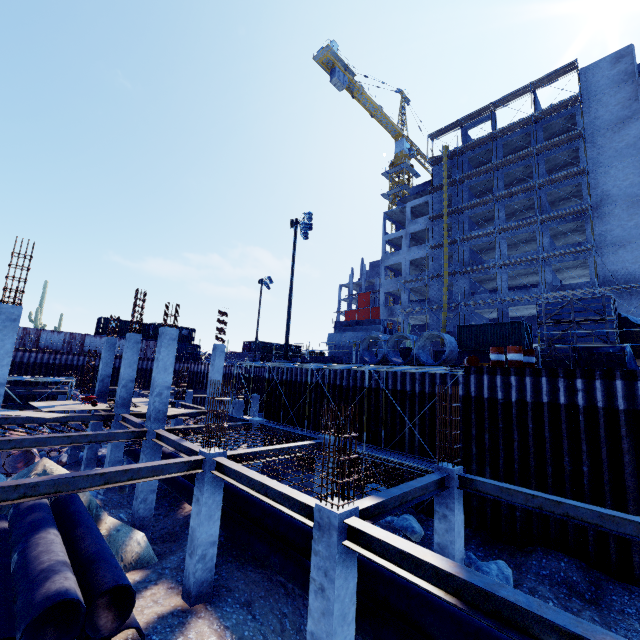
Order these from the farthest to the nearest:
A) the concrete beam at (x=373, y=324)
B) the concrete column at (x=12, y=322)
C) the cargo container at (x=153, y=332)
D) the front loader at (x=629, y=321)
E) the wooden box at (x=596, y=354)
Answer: the cargo container at (x=153, y=332) → the concrete beam at (x=373, y=324) → the front loader at (x=629, y=321) → the wooden box at (x=596, y=354) → the concrete column at (x=12, y=322)

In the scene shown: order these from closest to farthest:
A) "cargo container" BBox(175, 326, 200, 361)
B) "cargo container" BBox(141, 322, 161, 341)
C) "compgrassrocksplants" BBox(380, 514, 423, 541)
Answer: "compgrassrocksplants" BBox(380, 514, 423, 541), "cargo container" BBox(141, 322, 161, 341), "cargo container" BBox(175, 326, 200, 361)

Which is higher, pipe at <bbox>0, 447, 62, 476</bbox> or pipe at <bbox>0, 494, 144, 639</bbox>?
pipe at <bbox>0, 494, 144, 639</bbox>

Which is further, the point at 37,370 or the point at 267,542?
the point at 37,370

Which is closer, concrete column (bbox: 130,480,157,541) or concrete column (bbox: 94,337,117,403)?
concrete column (bbox: 130,480,157,541)

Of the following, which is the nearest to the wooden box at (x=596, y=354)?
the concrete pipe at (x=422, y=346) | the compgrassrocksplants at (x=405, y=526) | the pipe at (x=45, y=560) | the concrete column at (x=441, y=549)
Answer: the concrete pipe at (x=422, y=346)

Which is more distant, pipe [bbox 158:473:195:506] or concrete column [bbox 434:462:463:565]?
pipe [bbox 158:473:195:506]

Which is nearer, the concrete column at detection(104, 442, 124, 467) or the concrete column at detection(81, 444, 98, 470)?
the concrete column at detection(104, 442, 124, 467)
